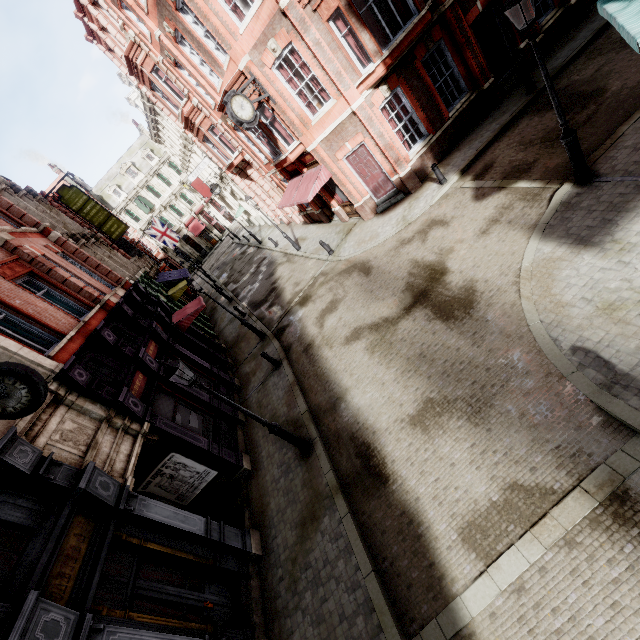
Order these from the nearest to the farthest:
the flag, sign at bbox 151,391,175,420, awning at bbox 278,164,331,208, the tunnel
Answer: A:
1. the tunnel
2. sign at bbox 151,391,175,420
3. awning at bbox 278,164,331,208
4. the flag

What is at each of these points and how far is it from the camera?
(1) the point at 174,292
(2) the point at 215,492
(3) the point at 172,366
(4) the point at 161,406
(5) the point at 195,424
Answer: (1) awning, 23.1m
(2) tunnel, 10.7m
(3) street light, 7.2m
(4) sign, 10.5m
(5) sign, 11.1m

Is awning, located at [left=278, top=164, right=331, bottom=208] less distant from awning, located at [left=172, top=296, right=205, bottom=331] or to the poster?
awning, located at [left=172, top=296, right=205, bottom=331]

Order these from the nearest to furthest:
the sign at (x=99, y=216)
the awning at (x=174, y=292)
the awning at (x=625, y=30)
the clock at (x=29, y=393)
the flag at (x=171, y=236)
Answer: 1. the awning at (x=625, y=30)
2. the clock at (x=29, y=393)
3. the sign at (x=99, y=216)
4. the awning at (x=174, y=292)
5. the flag at (x=171, y=236)

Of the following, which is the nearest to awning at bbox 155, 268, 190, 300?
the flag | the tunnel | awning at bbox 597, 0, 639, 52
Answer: the flag

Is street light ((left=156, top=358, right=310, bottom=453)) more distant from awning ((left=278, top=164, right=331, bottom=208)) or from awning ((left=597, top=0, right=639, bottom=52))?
awning ((left=278, top=164, right=331, bottom=208))

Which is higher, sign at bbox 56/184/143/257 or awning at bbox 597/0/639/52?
sign at bbox 56/184/143/257

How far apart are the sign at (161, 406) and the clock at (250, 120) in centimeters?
1045cm
